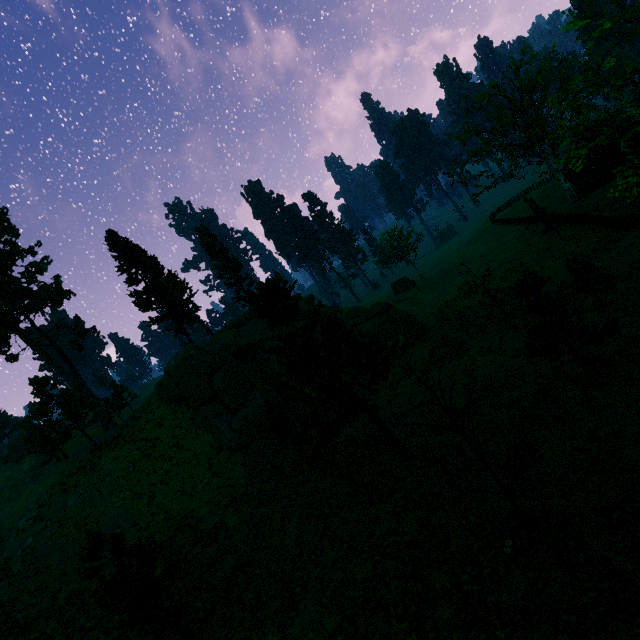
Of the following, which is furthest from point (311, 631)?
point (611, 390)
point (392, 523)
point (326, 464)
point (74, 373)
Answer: point (74, 373)

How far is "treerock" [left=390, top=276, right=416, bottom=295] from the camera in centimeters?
5062cm

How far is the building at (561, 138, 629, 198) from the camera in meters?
41.9 m

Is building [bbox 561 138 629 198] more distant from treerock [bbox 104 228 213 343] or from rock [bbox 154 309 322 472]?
rock [bbox 154 309 322 472]

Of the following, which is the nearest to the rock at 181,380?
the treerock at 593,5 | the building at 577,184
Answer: the treerock at 593,5

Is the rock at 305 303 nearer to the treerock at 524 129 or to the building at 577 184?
the treerock at 524 129
